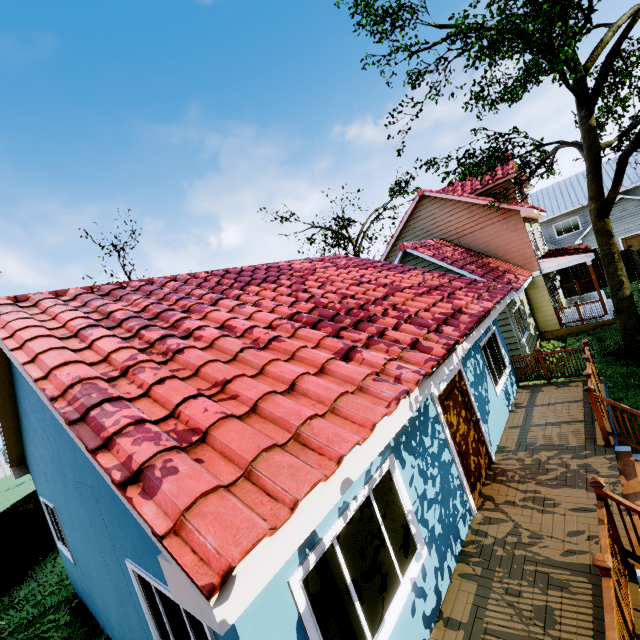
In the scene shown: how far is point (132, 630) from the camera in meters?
Answer: 4.9

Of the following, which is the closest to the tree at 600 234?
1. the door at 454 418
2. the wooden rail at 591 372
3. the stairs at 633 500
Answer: the wooden rail at 591 372

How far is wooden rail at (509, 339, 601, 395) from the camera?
7.4m

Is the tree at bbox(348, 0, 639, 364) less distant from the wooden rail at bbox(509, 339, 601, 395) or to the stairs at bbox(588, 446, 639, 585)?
the wooden rail at bbox(509, 339, 601, 395)

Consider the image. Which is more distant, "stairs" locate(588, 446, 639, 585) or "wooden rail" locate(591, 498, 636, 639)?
"stairs" locate(588, 446, 639, 585)

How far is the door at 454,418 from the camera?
5.75m

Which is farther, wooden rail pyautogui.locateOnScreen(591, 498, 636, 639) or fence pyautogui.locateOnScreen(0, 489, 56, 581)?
fence pyautogui.locateOnScreen(0, 489, 56, 581)

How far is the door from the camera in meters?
5.7 m
